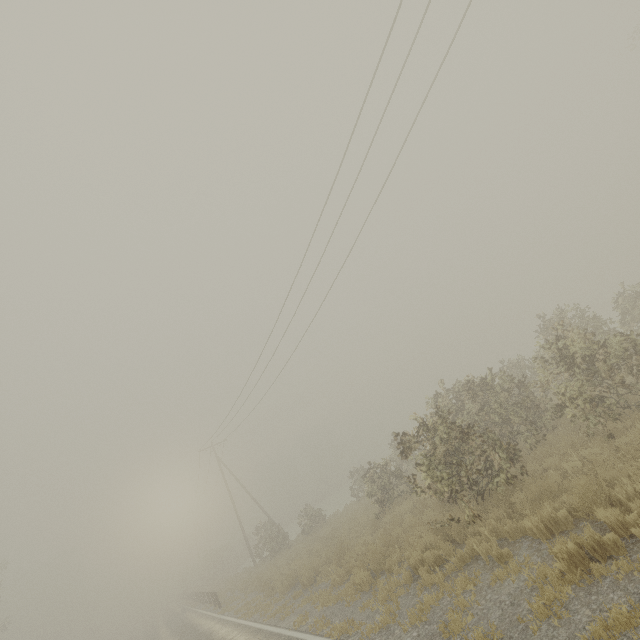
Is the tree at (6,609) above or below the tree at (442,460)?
above

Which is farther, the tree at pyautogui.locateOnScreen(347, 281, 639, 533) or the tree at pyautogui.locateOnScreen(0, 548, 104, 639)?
the tree at pyautogui.locateOnScreen(0, 548, 104, 639)

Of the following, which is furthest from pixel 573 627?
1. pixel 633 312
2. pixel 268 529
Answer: pixel 268 529

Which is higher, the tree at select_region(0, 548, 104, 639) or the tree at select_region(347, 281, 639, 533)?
the tree at select_region(0, 548, 104, 639)

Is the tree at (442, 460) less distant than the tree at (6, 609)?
Yes
